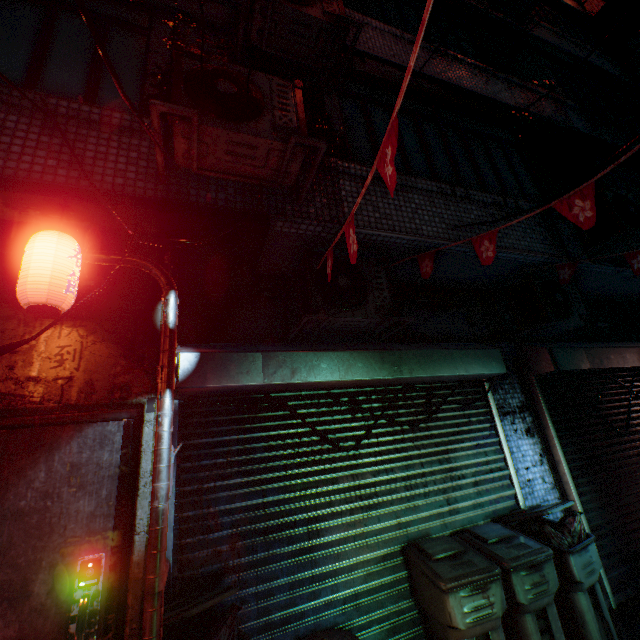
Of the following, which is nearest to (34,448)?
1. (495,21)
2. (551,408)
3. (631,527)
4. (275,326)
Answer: (275,326)

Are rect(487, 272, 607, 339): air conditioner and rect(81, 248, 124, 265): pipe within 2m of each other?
no

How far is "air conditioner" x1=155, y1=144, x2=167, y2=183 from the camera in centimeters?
→ 219cm

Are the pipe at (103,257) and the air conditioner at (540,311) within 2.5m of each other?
no

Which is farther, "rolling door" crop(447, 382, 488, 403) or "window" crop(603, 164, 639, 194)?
"window" crop(603, 164, 639, 194)

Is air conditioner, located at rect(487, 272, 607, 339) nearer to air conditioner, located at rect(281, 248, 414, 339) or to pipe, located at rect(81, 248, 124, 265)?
air conditioner, located at rect(281, 248, 414, 339)

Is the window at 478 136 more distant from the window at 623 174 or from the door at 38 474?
the door at 38 474

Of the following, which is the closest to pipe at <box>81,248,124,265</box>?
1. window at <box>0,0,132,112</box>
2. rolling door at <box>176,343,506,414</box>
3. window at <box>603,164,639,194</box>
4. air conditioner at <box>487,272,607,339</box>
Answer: rolling door at <box>176,343,506,414</box>
